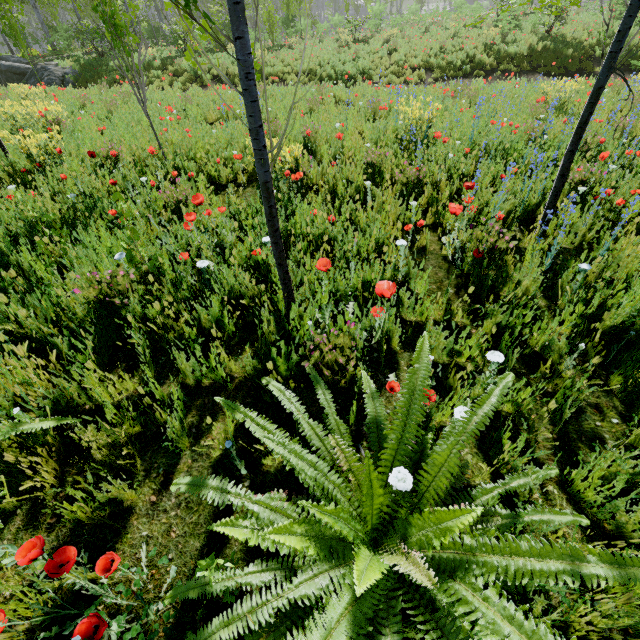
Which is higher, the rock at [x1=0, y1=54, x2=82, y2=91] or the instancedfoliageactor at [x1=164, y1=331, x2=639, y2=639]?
the rock at [x1=0, y1=54, x2=82, y2=91]

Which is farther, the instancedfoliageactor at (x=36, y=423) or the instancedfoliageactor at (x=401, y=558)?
the instancedfoliageactor at (x=36, y=423)

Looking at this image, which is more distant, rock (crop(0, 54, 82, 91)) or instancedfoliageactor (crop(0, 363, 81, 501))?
rock (crop(0, 54, 82, 91))

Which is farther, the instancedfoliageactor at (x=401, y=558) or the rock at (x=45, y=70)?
the rock at (x=45, y=70)

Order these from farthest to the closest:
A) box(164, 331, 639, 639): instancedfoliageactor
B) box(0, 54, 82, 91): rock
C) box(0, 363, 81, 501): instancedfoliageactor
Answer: box(0, 54, 82, 91): rock → box(0, 363, 81, 501): instancedfoliageactor → box(164, 331, 639, 639): instancedfoliageactor

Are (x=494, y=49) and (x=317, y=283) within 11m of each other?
no

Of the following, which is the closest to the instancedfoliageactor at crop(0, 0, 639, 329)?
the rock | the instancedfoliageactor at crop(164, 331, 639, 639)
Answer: the rock

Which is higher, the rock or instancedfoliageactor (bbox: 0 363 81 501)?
the rock
